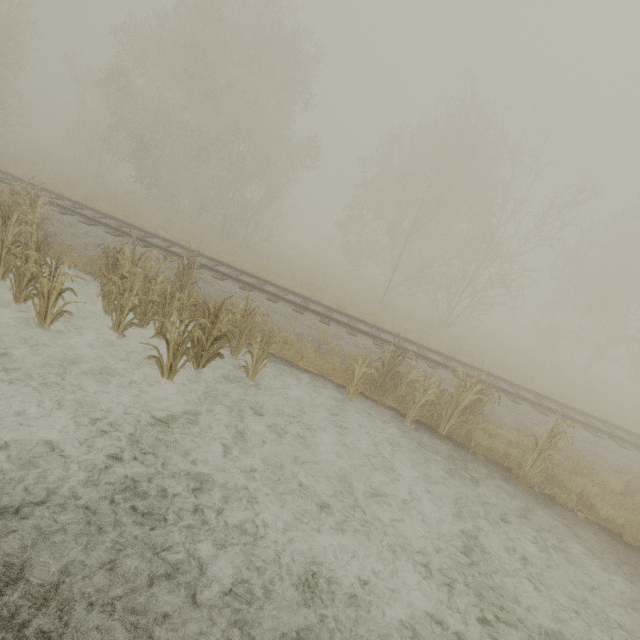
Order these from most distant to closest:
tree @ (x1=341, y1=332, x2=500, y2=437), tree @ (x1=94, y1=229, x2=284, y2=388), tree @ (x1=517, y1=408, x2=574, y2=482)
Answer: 1. tree @ (x1=341, y1=332, x2=500, y2=437)
2. tree @ (x1=517, y1=408, x2=574, y2=482)
3. tree @ (x1=94, y1=229, x2=284, y2=388)

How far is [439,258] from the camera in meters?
35.5

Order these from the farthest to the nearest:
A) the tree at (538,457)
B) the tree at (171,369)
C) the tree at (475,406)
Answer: the tree at (475,406), the tree at (538,457), the tree at (171,369)

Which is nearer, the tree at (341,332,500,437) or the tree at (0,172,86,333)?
the tree at (0,172,86,333)

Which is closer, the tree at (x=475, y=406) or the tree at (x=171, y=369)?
the tree at (x=171, y=369)

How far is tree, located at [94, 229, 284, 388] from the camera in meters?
5.8

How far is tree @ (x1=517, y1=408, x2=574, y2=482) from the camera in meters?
7.0 m
